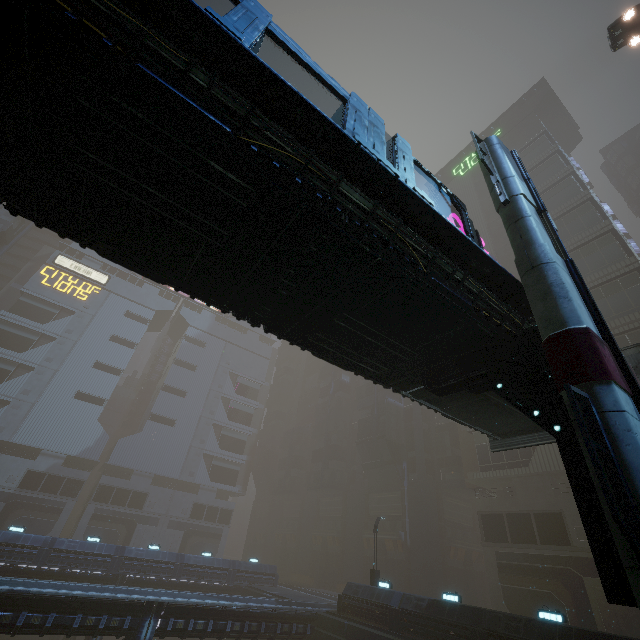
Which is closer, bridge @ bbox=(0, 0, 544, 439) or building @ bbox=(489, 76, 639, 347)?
bridge @ bbox=(0, 0, 544, 439)

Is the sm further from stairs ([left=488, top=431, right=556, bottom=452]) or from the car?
stairs ([left=488, top=431, right=556, bottom=452])

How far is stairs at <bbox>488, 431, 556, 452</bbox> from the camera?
12.3m

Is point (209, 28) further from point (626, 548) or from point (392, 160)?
point (626, 548)

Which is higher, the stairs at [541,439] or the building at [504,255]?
the building at [504,255]

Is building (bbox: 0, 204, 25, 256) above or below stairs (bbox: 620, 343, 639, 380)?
above

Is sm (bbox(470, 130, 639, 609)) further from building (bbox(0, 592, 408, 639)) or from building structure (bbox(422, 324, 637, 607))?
building (bbox(0, 592, 408, 639))
